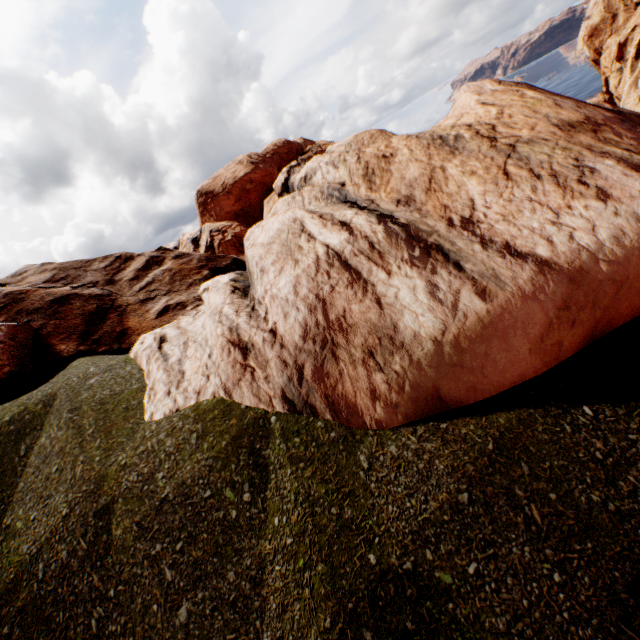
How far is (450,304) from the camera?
3.3m
